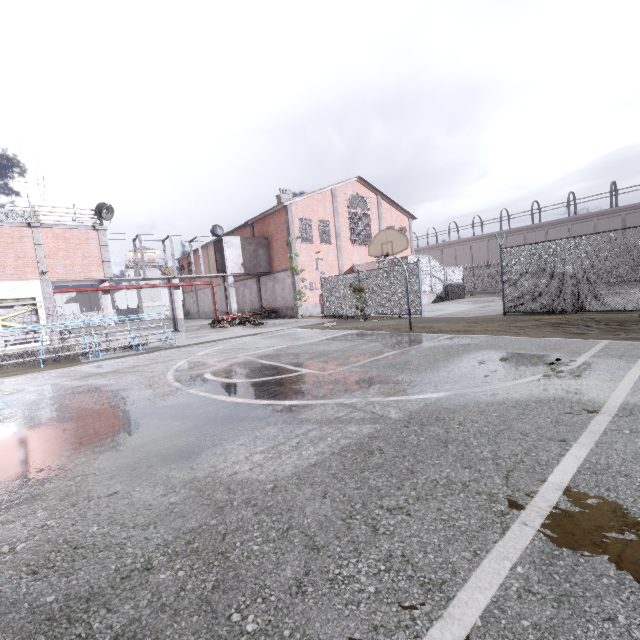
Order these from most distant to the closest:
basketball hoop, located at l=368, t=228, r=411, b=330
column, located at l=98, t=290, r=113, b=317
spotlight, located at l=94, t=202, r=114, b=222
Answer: column, located at l=98, t=290, r=113, b=317 → spotlight, located at l=94, t=202, r=114, b=222 → basketball hoop, located at l=368, t=228, r=411, b=330

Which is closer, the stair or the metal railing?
the metal railing

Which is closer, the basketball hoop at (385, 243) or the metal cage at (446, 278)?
the basketball hoop at (385, 243)

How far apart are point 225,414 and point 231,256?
22.8m

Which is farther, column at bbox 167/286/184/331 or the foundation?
the foundation

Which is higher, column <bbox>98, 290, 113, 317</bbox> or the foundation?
column <bbox>98, 290, 113, 317</bbox>

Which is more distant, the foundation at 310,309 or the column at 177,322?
the foundation at 310,309

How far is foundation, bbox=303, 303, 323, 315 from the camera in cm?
2619
